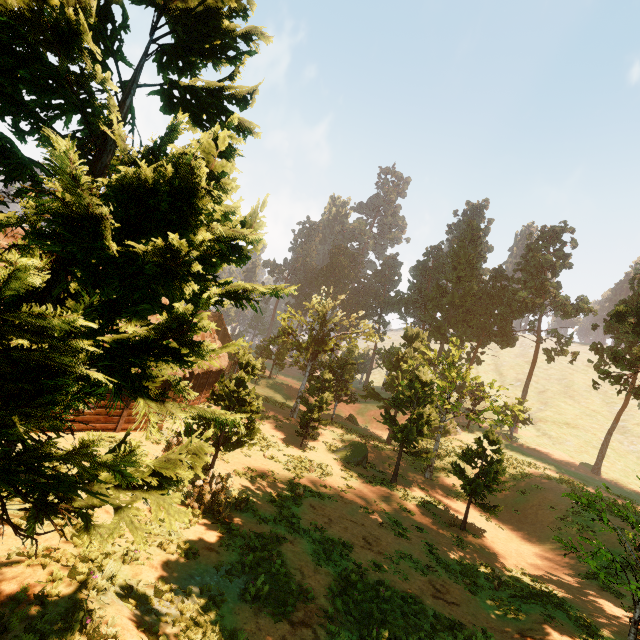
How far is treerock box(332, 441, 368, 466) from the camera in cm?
2548

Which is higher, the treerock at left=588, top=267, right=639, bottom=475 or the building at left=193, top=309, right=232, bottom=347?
the treerock at left=588, top=267, right=639, bottom=475

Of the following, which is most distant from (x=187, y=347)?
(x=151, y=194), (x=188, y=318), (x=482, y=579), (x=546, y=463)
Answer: (x=546, y=463)

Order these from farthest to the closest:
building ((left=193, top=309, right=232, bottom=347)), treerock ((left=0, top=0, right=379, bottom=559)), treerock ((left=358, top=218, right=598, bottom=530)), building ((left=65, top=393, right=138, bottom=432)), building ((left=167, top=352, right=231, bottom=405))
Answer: building ((left=193, top=309, right=232, bottom=347)) < building ((left=167, top=352, right=231, bottom=405)) < treerock ((left=358, top=218, right=598, bottom=530)) < building ((left=65, top=393, right=138, bottom=432)) < treerock ((left=0, top=0, right=379, bottom=559))

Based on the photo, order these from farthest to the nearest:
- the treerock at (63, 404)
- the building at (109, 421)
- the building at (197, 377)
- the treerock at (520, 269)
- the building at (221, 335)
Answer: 1. the building at (221, 335)
2. the building at (197, 377)
3. the treerock at (520, 269)
4. the building at (109, 421)
5. the treerock at (63, 404)

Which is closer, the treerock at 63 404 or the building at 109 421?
the treerock at 63 404

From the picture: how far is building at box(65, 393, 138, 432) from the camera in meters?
14.6 m
